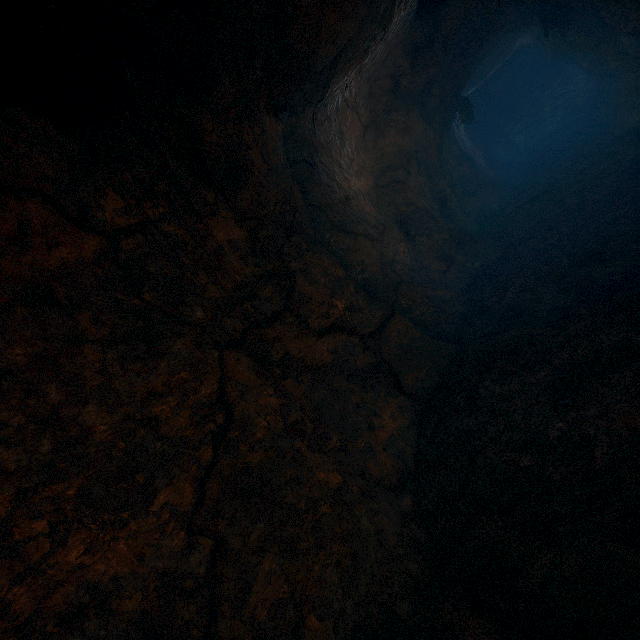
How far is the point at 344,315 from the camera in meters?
4.6
